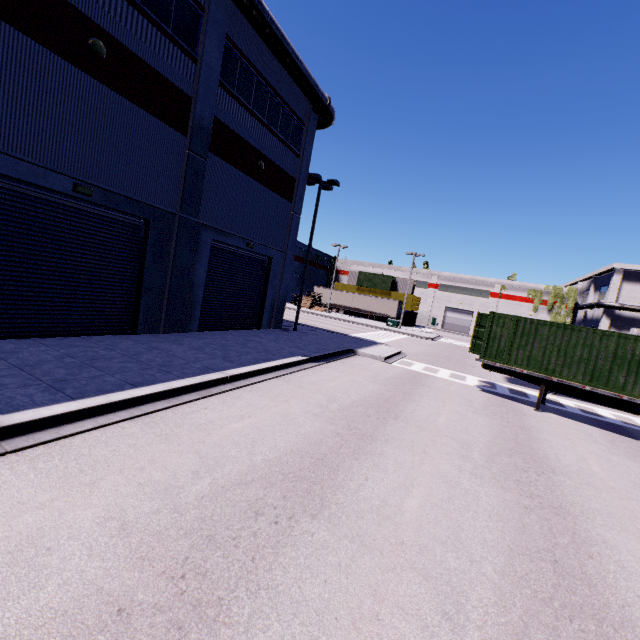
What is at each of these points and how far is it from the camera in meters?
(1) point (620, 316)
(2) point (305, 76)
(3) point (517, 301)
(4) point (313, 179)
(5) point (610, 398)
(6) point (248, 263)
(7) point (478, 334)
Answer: (1) building, 50.8 m
(2) vent duct, 16.4 m
(3) building, 56.7 m
(4) light, 20.1 m
(5) semi trailer, 11.6 m
(6) roll-up door, 17.9 m
(7) cargo container door, 14.7 m

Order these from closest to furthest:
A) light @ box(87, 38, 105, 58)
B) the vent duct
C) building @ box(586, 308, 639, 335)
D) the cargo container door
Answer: → light @ box(87, 38, 105, 58) → the vent duct → the cargo container door → building @ box(586, 308, 639, 335)

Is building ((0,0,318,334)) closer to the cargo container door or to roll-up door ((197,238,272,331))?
roll-up door ((197,238,272,331))

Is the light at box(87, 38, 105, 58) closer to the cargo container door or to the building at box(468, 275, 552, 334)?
the building at box(468, 275, 552, 334)

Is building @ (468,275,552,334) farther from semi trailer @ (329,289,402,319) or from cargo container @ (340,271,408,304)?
cargo container @ (340,271,408,304)

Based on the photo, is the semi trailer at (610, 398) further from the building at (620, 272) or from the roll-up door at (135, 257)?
the roll-up door at (135, 257)

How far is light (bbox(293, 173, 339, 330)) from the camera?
19.9 meters

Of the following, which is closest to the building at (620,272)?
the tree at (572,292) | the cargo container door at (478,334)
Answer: the tree at (572,292)
